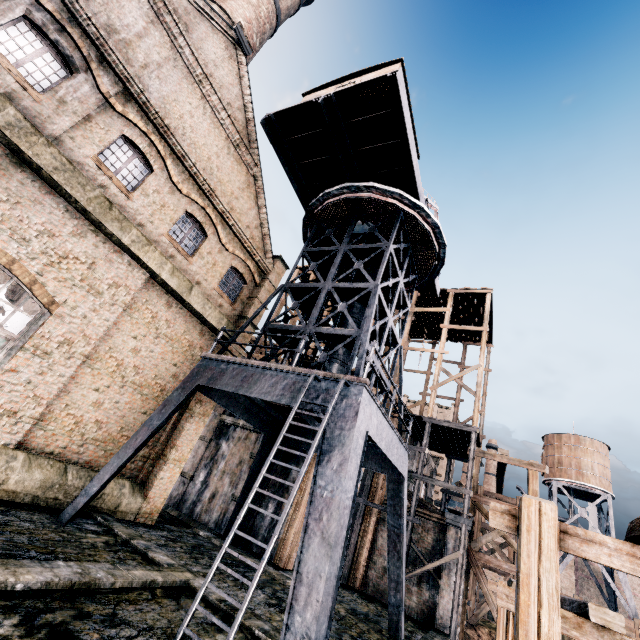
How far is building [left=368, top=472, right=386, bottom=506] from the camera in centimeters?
2100cm

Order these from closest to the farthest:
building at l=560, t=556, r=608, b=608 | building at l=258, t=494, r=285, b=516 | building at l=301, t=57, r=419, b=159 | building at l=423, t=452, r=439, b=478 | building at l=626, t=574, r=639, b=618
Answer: building at l=301, t=57, r=419, b=159
building at l=258, t=494, r=285, b=516
building at l=423, t=452, r=439, b=478
building at l=560, t=556, r=608, b=608
building at l=626, t=574, r=639, b=618

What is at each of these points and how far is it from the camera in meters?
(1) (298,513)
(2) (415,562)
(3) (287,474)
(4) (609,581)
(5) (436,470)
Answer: (1) building, 17.6
(2) building, 18.6
(3) building, 19.4
(4) water tower, 37.5
(5) building, 37.6

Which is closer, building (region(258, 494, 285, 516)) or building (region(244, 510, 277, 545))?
building (region(244, 510, 277, 545))

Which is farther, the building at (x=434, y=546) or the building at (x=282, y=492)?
the building at (x=282, y=492)

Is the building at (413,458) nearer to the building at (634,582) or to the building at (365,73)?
the building at (365,73)

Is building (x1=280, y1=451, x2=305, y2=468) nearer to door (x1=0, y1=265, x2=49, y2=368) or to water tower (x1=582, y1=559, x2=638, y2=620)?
door (x1=0, y1=265, x2=49, y2=368)

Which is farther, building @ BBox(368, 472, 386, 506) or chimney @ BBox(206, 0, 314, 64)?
building @ BBox(368, 472, 386, 506)
